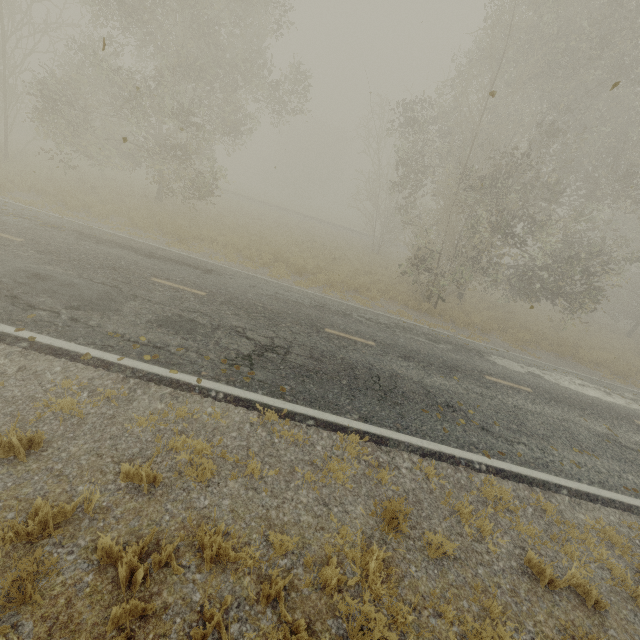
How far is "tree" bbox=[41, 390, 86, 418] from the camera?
4.39m

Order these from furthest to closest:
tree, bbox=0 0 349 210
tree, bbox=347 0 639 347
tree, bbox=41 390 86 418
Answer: tree, bbox=0 0 349 210
tree, bbox=347 0 639 347
tree, bbox=41 390 86 418

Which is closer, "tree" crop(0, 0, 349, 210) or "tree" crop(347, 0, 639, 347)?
"tree" crop(347, 0, 639, 347)

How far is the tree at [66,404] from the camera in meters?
4.4

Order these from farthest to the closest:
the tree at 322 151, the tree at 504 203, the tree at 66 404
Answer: the tree at 322 151, the tree at 504 203, the tree at 66 404

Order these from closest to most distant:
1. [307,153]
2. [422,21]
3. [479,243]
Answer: [422,21]
[479,243]
[307,153]

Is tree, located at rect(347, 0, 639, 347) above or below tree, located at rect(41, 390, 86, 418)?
above
